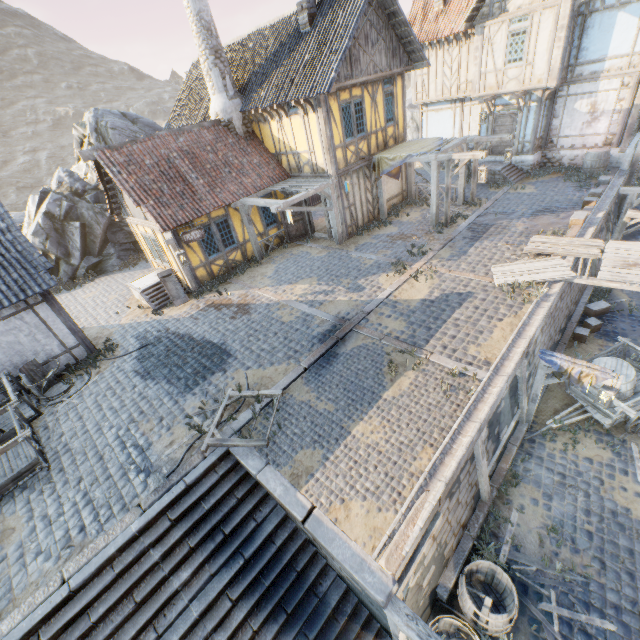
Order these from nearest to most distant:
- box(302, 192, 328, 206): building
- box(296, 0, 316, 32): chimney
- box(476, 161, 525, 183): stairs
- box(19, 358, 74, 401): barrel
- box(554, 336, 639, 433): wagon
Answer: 1. box(554, 336, 639, 433): wagon
2. box(19, 358, 74, 401): barrel
3. box(296, 0, 316, 32): chimney
4. box(302, 192, 328, 206): building
5. box(476, 161, 525, 183): stairs

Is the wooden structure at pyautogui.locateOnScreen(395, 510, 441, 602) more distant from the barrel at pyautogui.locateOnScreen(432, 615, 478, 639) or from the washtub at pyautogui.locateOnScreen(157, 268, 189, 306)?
the washtub at pyautogui.locateOnScreen(157, 268, 189, 306)

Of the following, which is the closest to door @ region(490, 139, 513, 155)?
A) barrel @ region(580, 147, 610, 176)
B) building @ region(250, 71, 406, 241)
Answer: barrel @ region(580, 147, 610, 176)

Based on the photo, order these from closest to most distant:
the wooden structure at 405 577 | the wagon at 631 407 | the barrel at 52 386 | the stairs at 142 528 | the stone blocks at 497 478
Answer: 1. the wooden structure at 405 577
2. the stairs at 142 528
3. the stone blocks at 497 478
4. the wagon at 631 407
5. the barrel at 52 386

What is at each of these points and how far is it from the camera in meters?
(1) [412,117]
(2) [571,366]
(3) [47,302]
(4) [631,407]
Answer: (1) rock, 48.4
(2) fabric, 7.5
(3) building, 10.0
(4) wagon, 8.0

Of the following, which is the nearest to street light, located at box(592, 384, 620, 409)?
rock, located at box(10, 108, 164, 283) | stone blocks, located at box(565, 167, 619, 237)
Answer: stone blocks, located at box(565, 167, 619, 237)

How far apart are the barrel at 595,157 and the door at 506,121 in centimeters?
321cm

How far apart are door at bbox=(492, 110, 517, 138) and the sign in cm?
1658
